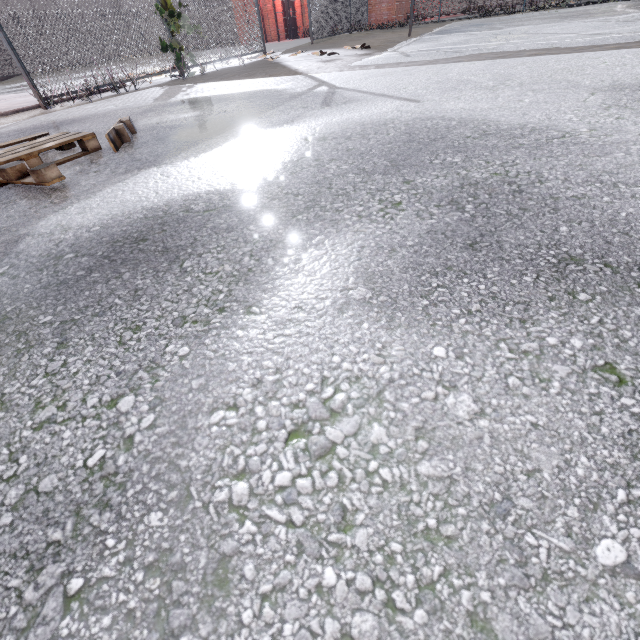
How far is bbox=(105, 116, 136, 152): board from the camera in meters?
2.7 m

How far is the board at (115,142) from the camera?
2.7m

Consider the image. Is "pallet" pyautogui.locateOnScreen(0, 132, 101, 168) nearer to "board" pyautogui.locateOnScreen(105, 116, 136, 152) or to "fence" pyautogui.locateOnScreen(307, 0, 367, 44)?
"board" pyautogui.locateOnScreen(105, 116, 136, 152)

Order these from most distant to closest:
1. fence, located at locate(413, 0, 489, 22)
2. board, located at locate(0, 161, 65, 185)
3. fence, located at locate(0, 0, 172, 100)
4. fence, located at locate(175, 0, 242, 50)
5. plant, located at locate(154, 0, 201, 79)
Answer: fence, located at locate(413, 0, 489, 22) → fence, located at locate(175, 0, 242, 50) → plant, located at locate(154, 0, 201, 79) → fence, located at locate(0, 0, 172, 100) → board, located at locate(0, 161, 65, 185)

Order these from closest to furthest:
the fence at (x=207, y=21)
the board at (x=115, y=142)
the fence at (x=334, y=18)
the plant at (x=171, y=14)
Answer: the board at (x=115, y=142), the plant at (x=171, y=14), the fence at (x=207, y=21), the fence at (x=334, y=18)

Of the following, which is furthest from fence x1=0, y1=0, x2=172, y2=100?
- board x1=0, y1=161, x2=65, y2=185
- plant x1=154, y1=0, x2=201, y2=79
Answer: board x1=0, y1=161, x2=65, y2=185

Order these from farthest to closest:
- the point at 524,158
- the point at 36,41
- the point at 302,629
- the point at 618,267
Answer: the point at 36,41 < the point at 524,158 < the point at 618,267 < the point at 302,629

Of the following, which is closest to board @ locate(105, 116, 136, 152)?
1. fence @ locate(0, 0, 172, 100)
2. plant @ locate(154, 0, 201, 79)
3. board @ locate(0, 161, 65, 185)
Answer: board @ locate(0, 161, 65, 185)
